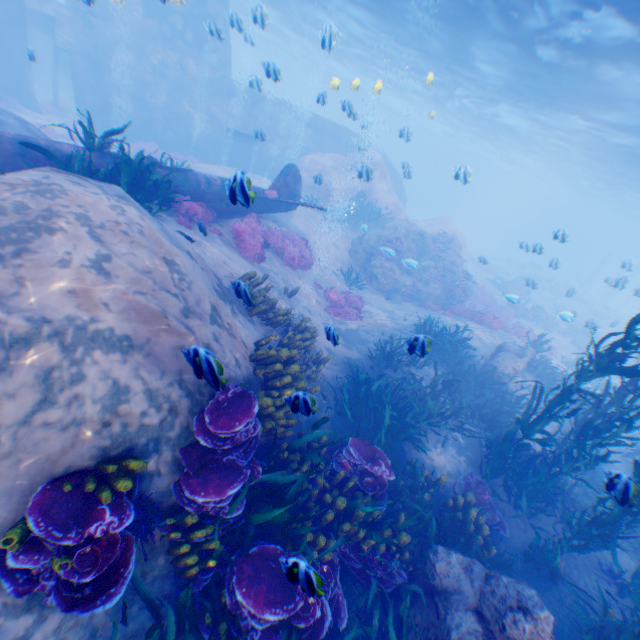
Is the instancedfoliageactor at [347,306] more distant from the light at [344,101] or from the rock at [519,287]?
the light at [344,101]

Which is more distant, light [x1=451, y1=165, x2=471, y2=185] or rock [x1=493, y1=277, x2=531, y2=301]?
rock [x1=493, y1=277, x2=531, y2=301]

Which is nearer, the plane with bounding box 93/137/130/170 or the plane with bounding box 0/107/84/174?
the plane with bounding box 0/107/84/174

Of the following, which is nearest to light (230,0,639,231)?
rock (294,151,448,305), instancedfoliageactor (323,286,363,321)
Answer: rock (294,151,448,305)

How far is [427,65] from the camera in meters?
24.3

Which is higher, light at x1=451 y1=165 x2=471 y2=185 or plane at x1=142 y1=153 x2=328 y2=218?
light at x1=451 y1=165 x2=471 y2=185

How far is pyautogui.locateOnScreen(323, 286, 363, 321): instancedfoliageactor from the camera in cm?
1295

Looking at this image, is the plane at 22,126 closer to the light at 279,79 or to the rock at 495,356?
the rock at 495,356
